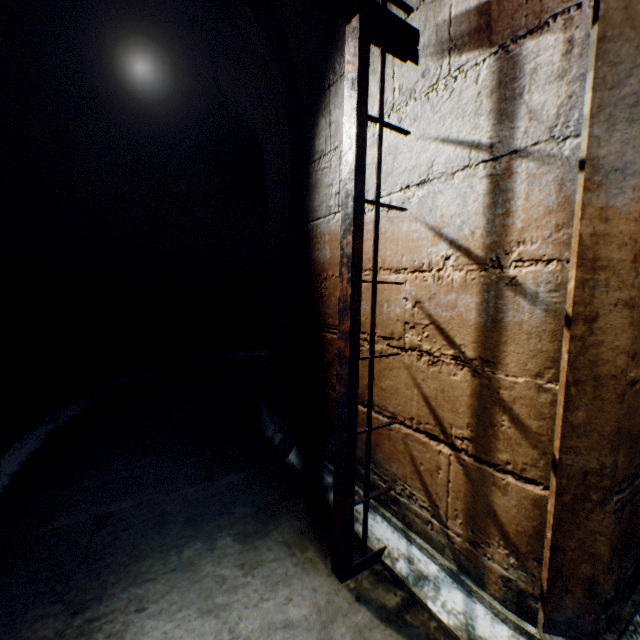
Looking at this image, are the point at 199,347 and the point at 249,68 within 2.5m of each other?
no
